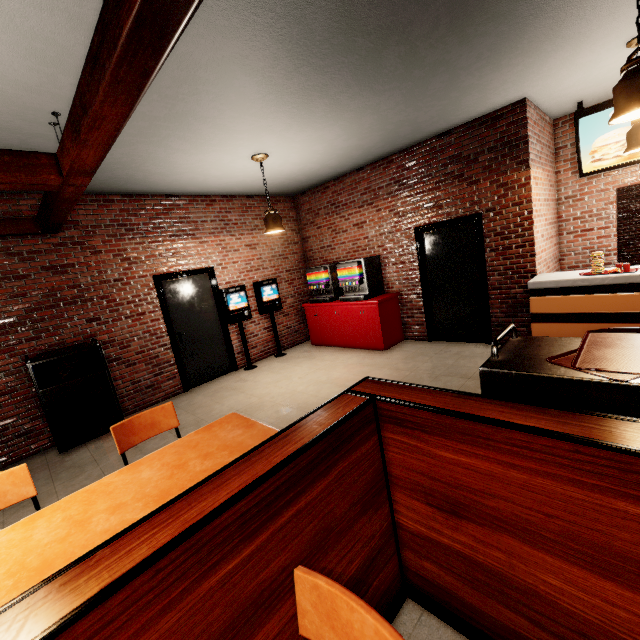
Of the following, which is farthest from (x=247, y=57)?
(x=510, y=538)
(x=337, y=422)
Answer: (x=510, y=538)
